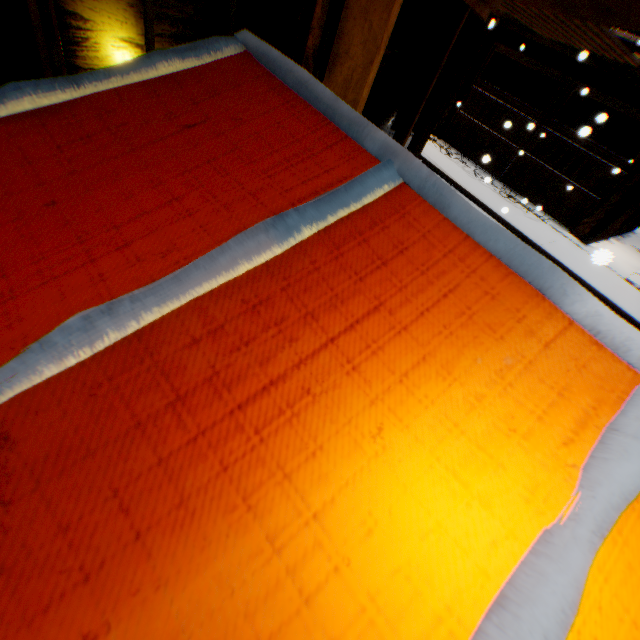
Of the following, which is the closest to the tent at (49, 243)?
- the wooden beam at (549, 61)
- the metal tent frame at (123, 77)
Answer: the metal tent frame at (123, 77)

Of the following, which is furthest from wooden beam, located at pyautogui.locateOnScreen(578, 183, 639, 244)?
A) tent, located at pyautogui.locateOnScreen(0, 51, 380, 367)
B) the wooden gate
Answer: tent, located at pyautogui.locateOnScreen(0, 51, 380, 367)

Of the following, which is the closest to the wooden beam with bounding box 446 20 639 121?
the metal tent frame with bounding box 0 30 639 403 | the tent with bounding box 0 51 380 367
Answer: the tent with bounding box 0 51 380 367

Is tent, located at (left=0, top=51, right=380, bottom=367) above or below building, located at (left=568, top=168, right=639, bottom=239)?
above

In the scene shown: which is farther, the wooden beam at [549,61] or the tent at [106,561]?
the wooden beam at [549,61]

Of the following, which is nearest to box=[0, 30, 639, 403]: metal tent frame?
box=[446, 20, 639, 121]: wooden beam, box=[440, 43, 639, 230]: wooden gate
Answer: box=[440, 43, 639, 230]: wooden gate

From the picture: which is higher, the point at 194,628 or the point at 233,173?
the point at 233,173
